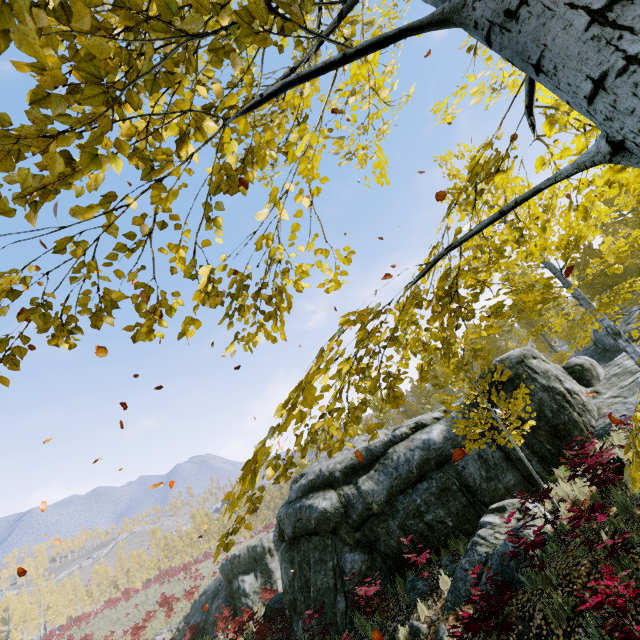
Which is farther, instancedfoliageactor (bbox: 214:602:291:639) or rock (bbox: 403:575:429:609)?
instancedfoliageactor (bbox: 214:602:291:639)

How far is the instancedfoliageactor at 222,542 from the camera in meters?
1.5 m

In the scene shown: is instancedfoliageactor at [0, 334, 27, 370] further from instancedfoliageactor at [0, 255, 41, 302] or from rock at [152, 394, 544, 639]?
rock at [152, 394, 544, 639]

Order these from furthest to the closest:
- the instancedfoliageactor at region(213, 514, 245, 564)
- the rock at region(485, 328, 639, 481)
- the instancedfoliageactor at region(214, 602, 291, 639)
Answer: the instancedfoliageactor at region(214, 602, 291, 639)
the rock at region(485, 328, 639, 481)
the instancedfoliageactor at region(213, 514, 245, 564)

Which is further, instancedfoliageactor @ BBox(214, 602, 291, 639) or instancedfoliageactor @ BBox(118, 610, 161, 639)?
instancedfoliageactor @ BBox(118, 610, 161, 639)

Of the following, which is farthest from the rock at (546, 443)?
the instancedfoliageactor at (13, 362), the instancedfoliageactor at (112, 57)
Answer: the instancedfoliageactor at (13, 362)

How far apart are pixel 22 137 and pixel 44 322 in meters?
1.0

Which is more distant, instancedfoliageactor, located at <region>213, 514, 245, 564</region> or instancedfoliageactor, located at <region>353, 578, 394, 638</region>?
→ instancedfoliageactor, located at <region>353, 578, 394, 638</region>
